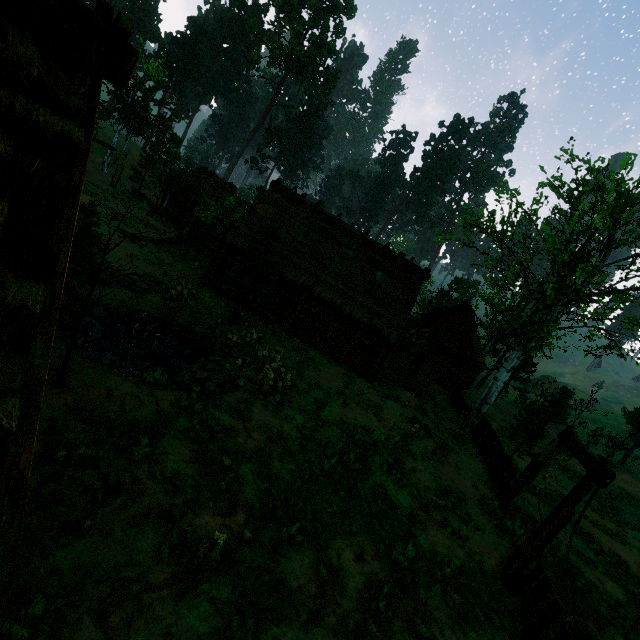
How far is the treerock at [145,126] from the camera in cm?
3134

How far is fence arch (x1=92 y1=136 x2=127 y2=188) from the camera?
29.9 meters

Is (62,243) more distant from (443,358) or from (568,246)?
(443,358)

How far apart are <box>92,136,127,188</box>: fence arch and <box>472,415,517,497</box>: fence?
34.67m

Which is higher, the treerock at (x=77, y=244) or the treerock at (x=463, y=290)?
Answer: the treerock at (x=463, y=290)

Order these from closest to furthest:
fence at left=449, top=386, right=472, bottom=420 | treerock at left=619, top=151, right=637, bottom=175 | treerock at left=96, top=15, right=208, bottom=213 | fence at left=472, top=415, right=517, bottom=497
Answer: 1. treerock at left=619, top=151, right=637, bottom=175
2. fence at left=472, top=415, right=517, bottom=497
3. fence at left=449, top=386, right=472, bottom=420
4. treerock at left=96, top=15, right=208, bottom=213

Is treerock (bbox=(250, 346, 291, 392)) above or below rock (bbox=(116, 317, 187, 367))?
above
